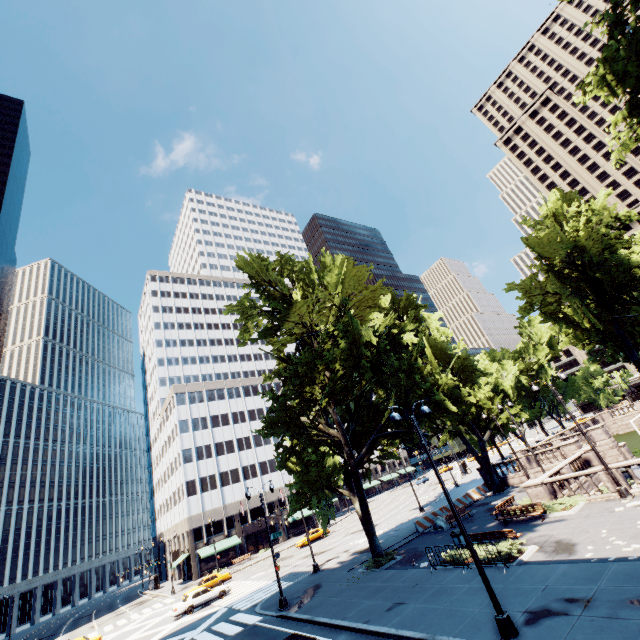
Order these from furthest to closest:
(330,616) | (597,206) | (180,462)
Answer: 1. (180,462)
2. (597,206)
3. (330,616)

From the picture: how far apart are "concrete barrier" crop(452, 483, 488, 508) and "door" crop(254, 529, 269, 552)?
41.37m

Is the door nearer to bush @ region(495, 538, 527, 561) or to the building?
the building

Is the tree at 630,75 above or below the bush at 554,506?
above

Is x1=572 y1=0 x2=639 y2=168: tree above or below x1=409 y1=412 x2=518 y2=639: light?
above

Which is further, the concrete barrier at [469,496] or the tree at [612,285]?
the concrete barrier at [469,496]

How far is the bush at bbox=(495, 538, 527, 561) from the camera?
15.4 meters

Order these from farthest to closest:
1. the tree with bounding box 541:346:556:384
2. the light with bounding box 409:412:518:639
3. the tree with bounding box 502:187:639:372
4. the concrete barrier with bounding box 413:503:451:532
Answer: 1. the tree with bounding box 541:346:556:384
2. the concrete barrier with bounding box 413:503:451:532
3. the tree with bounding box 502:187:639:372
4. the light with bounding box 409:412:518:639
